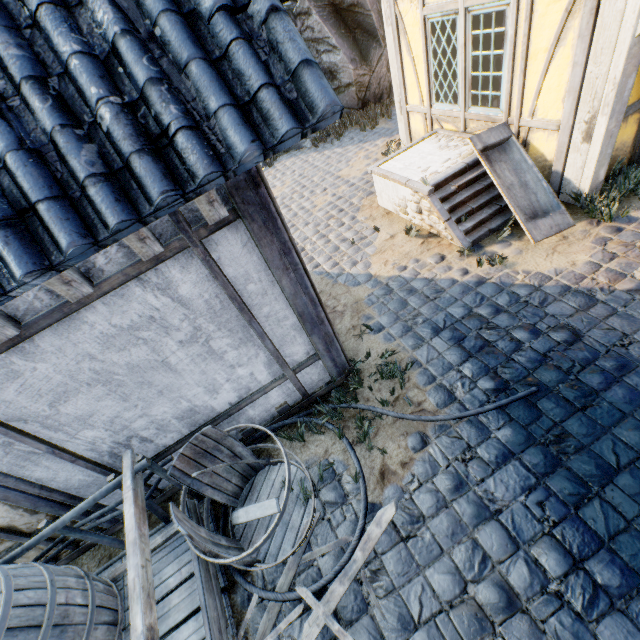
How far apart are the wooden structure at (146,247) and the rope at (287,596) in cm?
259

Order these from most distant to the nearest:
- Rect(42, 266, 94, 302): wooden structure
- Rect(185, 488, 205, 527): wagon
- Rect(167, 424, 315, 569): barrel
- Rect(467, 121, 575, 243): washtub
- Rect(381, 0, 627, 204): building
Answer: Rect(467, 121, 575, 243): washtub, Rect(381, 0, 627, 204): building, Rect(185, 488, 205, 527): wagon, Rect(167, 424, 315, 569): barrel, Rect(42, 266, 94, 302): wooden structure

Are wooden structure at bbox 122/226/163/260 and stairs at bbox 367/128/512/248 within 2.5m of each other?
no

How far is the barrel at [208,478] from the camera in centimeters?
250cm

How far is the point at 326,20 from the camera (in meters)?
8.86

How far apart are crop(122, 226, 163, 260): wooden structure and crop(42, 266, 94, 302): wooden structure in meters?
0.4

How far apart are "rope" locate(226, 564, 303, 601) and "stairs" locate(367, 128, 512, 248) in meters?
3.2 m

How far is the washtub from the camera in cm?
445
